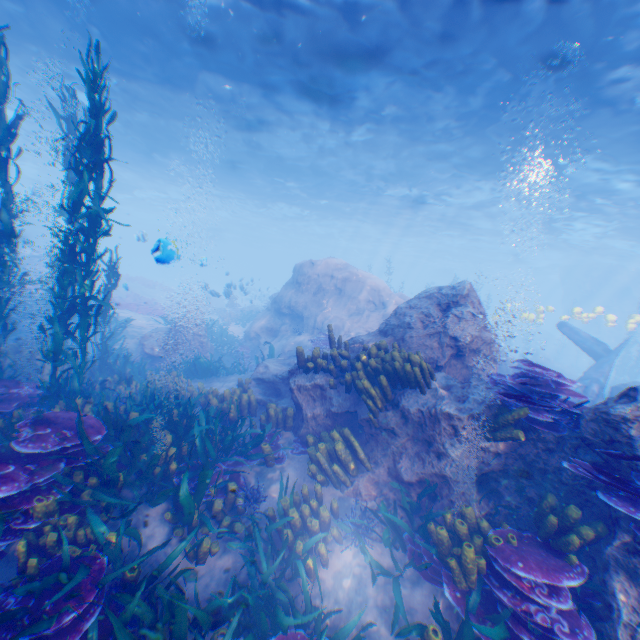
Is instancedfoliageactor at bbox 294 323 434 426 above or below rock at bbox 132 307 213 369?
above

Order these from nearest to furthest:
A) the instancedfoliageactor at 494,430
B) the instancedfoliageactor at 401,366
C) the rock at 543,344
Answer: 1. the instancedfoliageactor at 494,430
2. the instancedfoliageactor at 401,366
3. the rock at 543,344

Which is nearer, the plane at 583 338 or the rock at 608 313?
the plane at 583 338

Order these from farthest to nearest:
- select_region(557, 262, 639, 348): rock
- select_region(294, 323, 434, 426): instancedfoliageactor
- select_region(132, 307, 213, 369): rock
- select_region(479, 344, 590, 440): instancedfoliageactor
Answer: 1. select_region(557, 262, 639, 348): rock
2. select_region(132, 307, 213, 369): rock
3. select_region(294, 323, 434, 426): instancedfoliageactor
4. select_region(479, 344, 590, 440): instancedfoliageactor

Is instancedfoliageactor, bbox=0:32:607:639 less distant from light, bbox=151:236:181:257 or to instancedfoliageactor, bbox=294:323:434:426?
instancedfoliageactor, bbox=294:323:434:426

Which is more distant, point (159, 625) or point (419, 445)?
point (419, 445)

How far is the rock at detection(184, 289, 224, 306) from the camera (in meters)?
18.06

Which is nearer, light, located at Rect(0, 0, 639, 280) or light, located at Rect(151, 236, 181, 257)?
light, located at Rect(151, 236, 181, 257)
